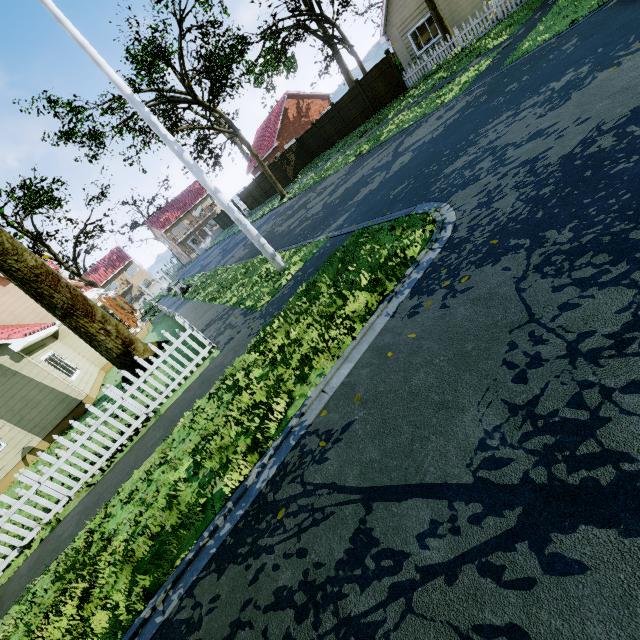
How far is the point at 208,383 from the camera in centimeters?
627cm

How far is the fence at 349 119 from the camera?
22.2m

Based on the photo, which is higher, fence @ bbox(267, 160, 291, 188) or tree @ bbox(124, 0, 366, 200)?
tree @ bbox(124, 0, 366, 200)

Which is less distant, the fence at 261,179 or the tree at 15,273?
the tree at 15,273

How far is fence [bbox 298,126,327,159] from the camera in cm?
2750

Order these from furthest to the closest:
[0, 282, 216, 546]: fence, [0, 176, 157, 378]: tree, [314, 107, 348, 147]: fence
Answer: [314, 107, 348, 147]: fence, [0, 176, 157, 378]: tree, [0, 282, 216, 546]: fence

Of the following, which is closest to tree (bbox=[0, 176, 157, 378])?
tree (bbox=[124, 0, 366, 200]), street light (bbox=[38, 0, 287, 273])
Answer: tree (bbox=[124, 0, 366, 200])
